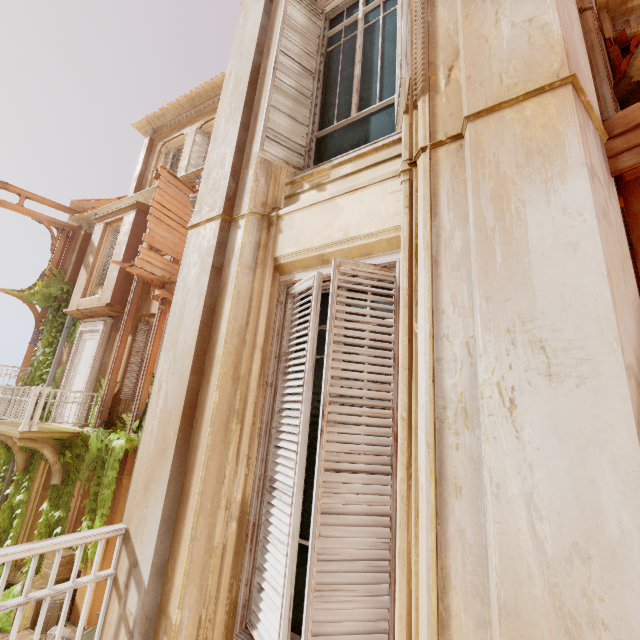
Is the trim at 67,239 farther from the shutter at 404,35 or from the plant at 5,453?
the shutter at 404,35

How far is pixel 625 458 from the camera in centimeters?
118cm

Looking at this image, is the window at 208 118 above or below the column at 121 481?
above

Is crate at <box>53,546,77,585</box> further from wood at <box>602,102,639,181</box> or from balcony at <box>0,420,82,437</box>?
wood at <box>602,102,639,181</box>

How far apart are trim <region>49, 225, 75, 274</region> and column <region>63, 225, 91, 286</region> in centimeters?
1cm

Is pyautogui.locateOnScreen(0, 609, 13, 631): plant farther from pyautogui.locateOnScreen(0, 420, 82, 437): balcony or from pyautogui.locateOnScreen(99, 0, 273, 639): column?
pyautogui.locateOnScreen(99, 0, 273, 639): column

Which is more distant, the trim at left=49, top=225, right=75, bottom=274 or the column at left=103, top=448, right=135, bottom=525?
the trim at left=49, top=225, right=75, bottom=274

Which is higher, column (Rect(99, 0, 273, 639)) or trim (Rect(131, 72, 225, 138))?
trim (Rect(131, 72, 225, 138))
